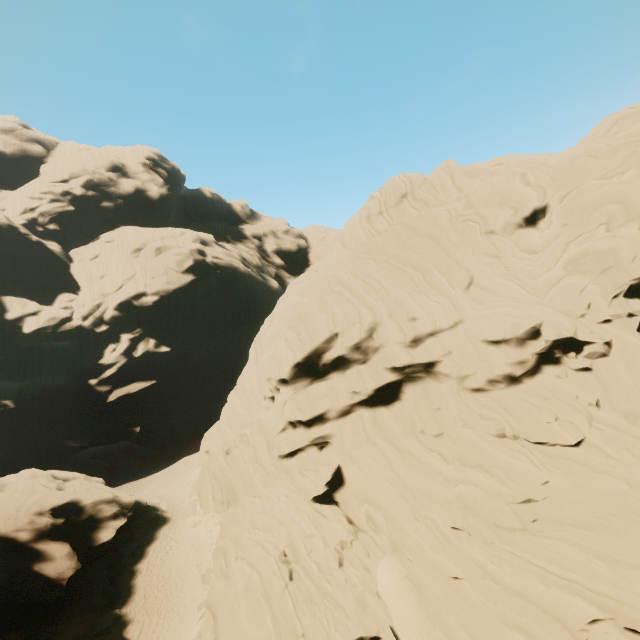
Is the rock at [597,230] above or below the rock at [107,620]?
above

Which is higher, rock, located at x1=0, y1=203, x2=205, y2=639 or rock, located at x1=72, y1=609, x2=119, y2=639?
rock, located at x1=0, y1=203, x2=205, y2=639

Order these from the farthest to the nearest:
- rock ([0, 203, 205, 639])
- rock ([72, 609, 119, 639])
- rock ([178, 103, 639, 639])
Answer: rock ([0, 203, 205, 639]) → rock ([72, 609, 119, 639]) → rock ([178, 103, 639, 639])

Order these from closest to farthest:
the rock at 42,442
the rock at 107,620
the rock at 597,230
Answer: the rock at 597,230 < the rock at 107,620 < the rock at 42,442

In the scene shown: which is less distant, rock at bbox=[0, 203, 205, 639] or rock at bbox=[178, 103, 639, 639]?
rock at bbox=[178, 103, 639, 639]

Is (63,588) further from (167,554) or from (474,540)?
(474,540)
